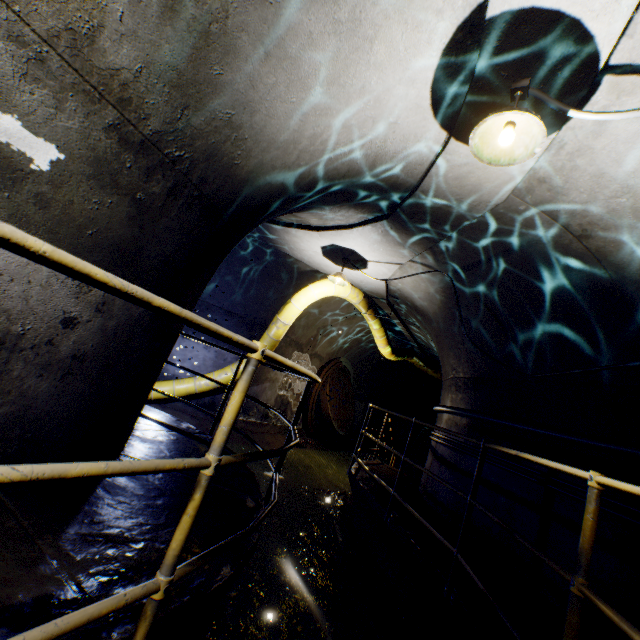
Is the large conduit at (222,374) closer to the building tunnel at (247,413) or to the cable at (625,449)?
the building tunnel at (247,413)

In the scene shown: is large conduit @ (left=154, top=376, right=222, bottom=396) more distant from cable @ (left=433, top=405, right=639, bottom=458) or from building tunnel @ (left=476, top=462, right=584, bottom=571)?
cable @ (left=433, top=405, right=639, bottom=458)

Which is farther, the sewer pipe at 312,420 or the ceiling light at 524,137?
the sewer pipe at 312,420

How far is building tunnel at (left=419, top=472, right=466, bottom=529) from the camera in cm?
468

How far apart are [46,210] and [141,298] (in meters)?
1.43

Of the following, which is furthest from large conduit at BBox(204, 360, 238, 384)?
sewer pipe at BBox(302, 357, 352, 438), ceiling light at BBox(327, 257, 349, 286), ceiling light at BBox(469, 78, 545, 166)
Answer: ceiling light at BBox(469, 78, 545, 166)

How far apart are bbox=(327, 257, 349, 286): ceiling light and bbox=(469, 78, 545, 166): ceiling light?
3.7 meters

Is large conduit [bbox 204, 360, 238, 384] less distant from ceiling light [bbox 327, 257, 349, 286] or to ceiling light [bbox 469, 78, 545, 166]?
ceiling light [bbox 327, 257, 349, 286]
